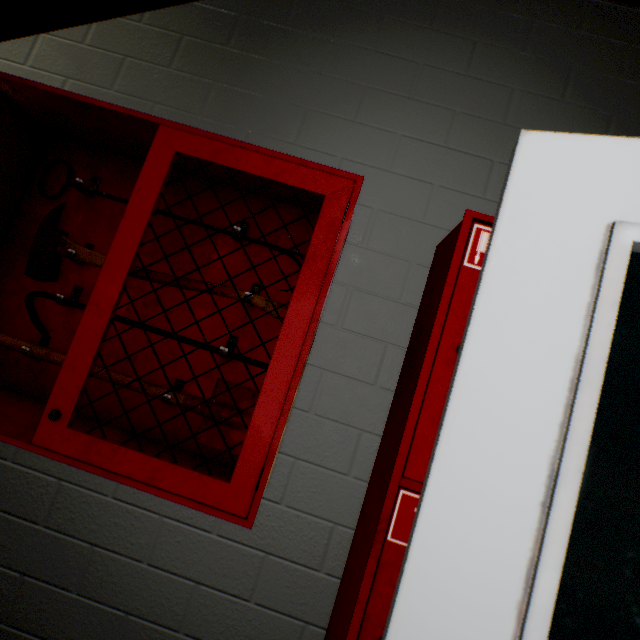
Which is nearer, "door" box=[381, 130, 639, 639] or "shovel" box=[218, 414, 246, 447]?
"door" box=[381, 130, 639, 639]

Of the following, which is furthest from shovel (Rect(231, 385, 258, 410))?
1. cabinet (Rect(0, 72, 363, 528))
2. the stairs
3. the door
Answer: the stairs

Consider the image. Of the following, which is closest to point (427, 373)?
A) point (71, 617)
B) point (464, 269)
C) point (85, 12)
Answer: point (464, 269)

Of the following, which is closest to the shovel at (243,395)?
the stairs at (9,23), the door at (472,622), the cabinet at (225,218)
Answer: the cabinet at (225,218)

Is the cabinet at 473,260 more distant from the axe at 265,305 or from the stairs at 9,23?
the stairs at 9,23

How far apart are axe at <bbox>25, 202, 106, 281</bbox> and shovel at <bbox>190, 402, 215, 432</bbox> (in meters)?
0.23
